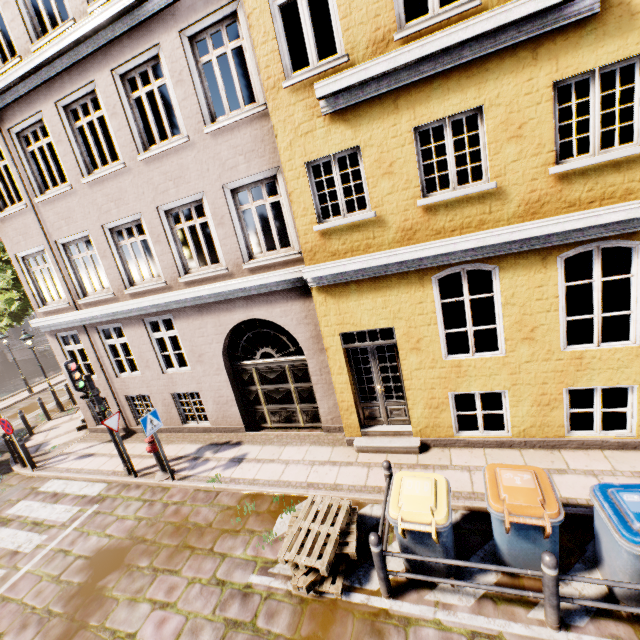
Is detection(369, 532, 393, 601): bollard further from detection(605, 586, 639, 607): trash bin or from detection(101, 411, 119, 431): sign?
detection(101, 411, 119, 431): sign

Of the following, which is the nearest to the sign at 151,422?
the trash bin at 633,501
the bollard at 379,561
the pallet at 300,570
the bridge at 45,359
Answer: the pallet at 300,570

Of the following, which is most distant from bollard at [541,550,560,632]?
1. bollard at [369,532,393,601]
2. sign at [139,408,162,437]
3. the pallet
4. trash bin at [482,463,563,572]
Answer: sign at [139,408,162,437]

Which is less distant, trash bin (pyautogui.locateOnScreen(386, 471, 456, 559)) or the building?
trash bin (pyautogui.locateOnScreen(386, 471, 456, 559))

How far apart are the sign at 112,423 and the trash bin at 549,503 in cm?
830

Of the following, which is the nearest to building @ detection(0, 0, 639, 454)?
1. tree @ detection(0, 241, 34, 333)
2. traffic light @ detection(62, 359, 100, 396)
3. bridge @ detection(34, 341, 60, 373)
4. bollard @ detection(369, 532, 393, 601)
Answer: traffic light @ detection(62, 359, 100, 396)

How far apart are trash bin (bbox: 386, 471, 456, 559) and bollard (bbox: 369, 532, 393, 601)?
0.3m

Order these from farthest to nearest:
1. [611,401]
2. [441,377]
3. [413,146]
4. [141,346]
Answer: [141,346]
[611,401]
[441,377]
[413,146]
